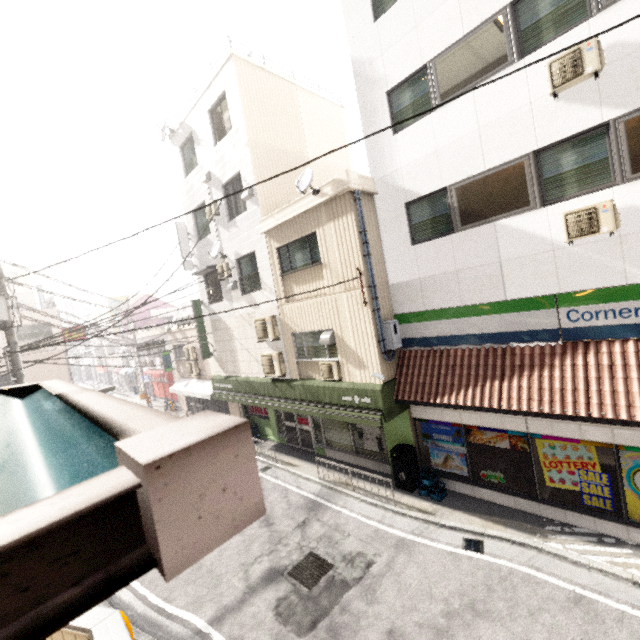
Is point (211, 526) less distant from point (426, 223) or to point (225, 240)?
point (426, 223)

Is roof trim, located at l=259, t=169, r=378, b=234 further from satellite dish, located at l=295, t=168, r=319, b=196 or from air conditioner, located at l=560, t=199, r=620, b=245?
air conditioner, located at l=560, t=199, r=620, b=245

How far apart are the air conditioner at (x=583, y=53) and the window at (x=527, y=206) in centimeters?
88cm

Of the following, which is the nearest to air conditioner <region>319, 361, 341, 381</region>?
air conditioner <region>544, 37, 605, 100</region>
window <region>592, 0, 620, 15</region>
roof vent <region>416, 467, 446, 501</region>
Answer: roof vent <region>416, 467, 446, 501</region>

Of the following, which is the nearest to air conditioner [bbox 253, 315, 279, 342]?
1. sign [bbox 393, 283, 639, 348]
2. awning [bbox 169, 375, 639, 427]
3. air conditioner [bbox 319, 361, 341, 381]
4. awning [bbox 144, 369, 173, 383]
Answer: awning [bbox 169, 375, 639, 427]

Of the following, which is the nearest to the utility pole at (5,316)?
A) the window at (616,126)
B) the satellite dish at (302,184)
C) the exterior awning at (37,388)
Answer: the exterior awning at (37,388)

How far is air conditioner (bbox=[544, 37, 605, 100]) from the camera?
5.55m

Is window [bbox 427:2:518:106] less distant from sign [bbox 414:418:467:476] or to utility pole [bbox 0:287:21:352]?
sign [bbox 414:418:467:476]
